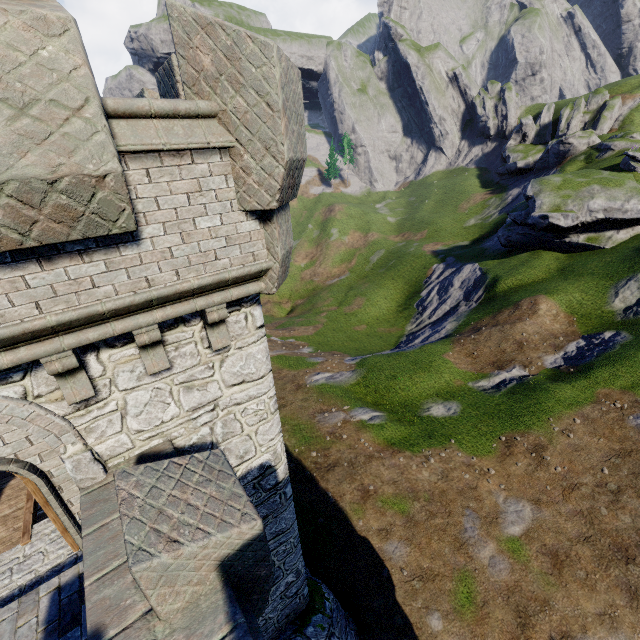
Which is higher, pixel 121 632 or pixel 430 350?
pixel 121 632
